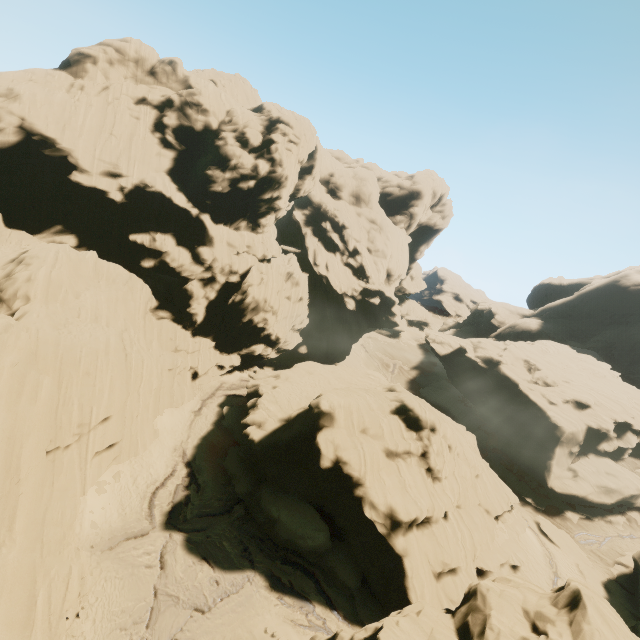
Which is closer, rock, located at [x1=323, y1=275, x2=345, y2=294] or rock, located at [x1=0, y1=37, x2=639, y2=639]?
rock, located at [x1=0, y1=37, x2=639, y2=639]

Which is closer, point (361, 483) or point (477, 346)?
point (361, 483)

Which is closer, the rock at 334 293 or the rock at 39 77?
the rock at 39 77

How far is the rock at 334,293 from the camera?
59.31m

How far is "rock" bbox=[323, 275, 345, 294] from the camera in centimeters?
5931cm
